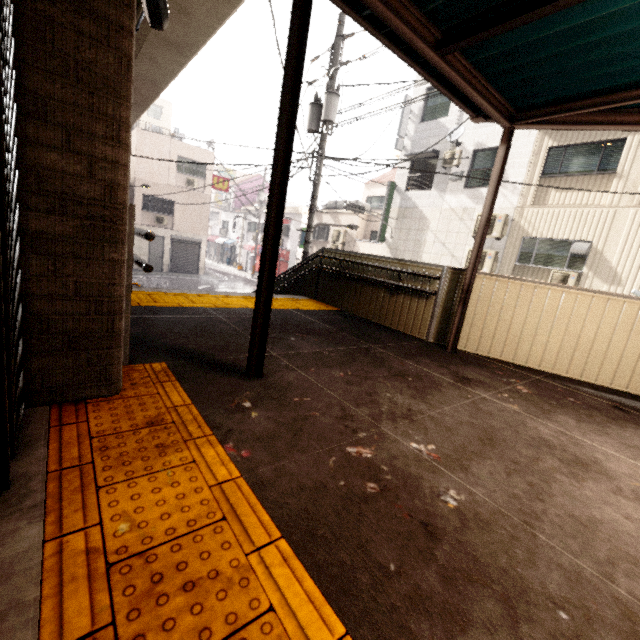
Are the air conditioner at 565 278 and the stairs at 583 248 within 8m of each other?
yes

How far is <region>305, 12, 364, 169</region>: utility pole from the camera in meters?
8.7

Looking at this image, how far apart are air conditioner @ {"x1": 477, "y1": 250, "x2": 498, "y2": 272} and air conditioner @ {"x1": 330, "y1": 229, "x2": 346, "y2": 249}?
8.4 meters

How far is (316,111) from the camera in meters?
9.2 m

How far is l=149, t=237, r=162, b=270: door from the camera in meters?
22.6 m

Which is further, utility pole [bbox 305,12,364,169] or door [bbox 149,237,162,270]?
door [bbox 149,237,162,270]

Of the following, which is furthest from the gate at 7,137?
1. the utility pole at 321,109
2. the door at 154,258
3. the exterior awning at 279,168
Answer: the door at 154,258

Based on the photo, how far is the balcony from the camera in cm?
1791
